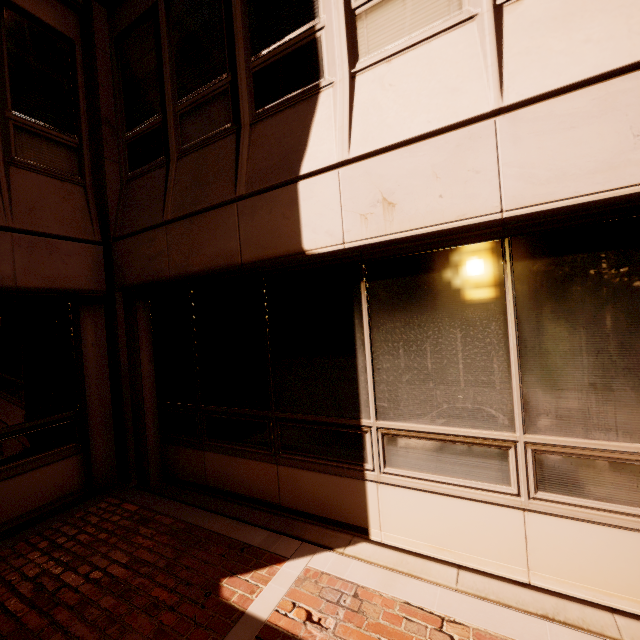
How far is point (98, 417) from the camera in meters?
4.9 m
